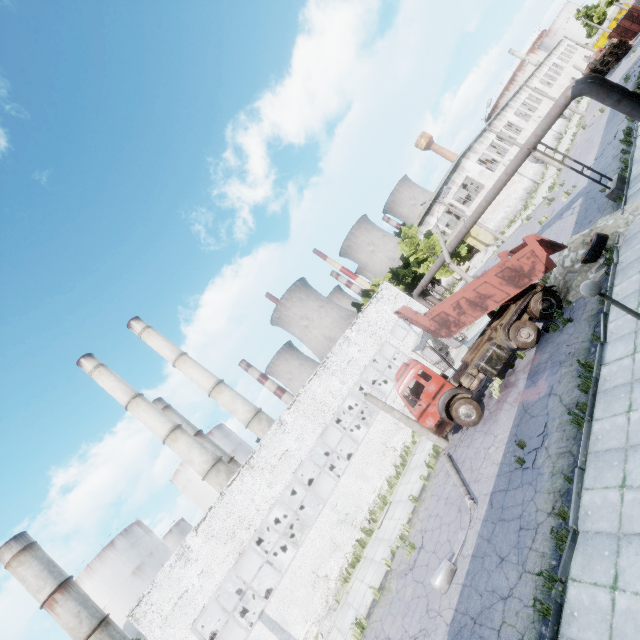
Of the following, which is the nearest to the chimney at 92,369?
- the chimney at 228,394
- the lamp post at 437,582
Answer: the chimney at 228,394

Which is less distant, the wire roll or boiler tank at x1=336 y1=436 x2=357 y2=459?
the wire roll

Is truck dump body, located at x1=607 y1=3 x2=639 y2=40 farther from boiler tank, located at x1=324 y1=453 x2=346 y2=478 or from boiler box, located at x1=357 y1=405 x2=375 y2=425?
boiler tank, located at x1=324 y1=453 x2=346 y2=478

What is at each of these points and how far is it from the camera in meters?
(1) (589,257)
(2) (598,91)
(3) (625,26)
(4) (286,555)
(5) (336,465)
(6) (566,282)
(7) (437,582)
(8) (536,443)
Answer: (1) wire roll, 13.7
(2) pipe, 14.1
(3) truck dump body, 45.8
(4) boiler tank, 22.4
(5) boiler tank, 26.2
(6) concrete debris, 14.8
(7) lamp post, 9.6
(8) asphalt debris, 10.0

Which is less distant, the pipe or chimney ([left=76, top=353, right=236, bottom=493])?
the pipe

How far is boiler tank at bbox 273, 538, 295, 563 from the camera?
22.3m

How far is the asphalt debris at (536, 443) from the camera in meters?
9.8 m

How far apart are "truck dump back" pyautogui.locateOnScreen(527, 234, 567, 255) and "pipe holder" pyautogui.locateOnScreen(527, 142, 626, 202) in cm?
451
